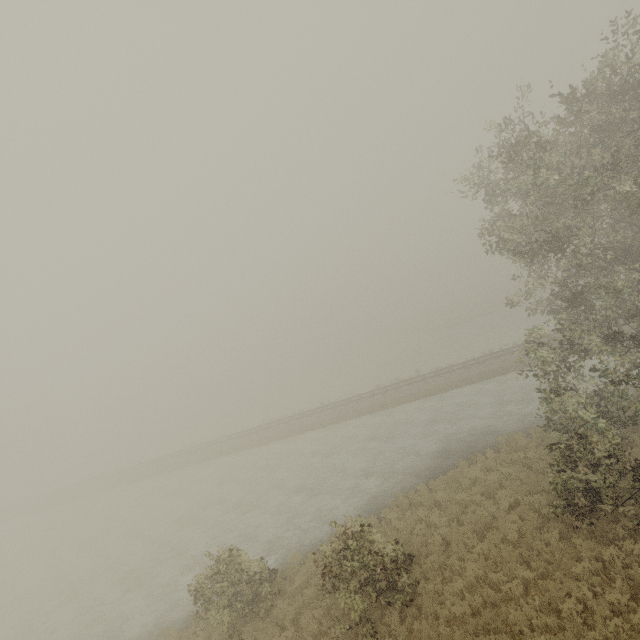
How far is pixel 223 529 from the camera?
21.0 meters
